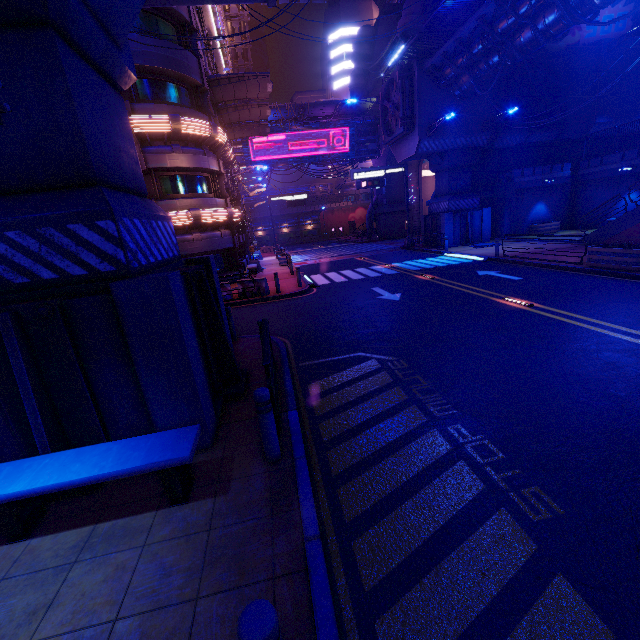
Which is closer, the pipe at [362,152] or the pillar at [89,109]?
the pillar at [89,109]

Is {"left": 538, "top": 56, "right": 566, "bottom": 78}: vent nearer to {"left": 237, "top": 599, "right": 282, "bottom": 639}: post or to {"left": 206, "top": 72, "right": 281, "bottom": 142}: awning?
{"left": 206, "top": 72, "right": 281, "bottom": 142}: awning

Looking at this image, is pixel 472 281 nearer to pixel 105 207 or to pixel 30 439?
pixel 105 207

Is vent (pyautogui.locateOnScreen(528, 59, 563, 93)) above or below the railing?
above

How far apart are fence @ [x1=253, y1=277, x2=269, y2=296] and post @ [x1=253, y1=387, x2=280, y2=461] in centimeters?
1175cm

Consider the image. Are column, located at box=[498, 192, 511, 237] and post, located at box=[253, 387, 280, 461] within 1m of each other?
no

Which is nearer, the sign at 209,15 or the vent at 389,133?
the sign at 209,15

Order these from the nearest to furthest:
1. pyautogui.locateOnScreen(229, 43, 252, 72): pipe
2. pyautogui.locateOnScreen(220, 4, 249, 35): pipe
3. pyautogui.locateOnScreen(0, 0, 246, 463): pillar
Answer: pyautogui.locateOnScreen(0, 0, 246, 463): pillar, pyautogui.locateOnScreen(220, 4, 249, 35): pipe, pyautogui.locateOnScreen(229, 43, 252, 72): pipe
